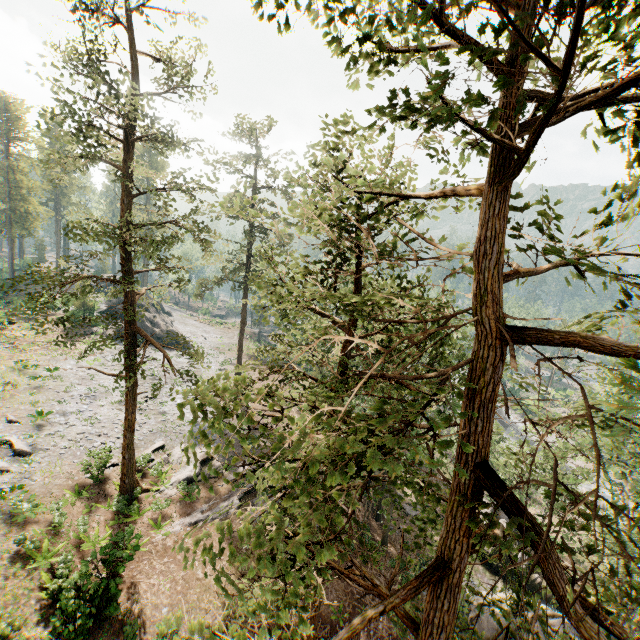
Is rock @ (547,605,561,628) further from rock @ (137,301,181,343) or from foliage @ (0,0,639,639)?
rock @ (137,301,181,343)

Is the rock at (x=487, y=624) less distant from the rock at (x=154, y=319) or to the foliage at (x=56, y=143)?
the foliage at (x=56, y=143)

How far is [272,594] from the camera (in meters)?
3.26

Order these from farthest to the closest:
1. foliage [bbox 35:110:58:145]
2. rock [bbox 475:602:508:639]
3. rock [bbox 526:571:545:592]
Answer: rock [bbox 526:571:545:592] → rock [bbox 475:602:508:639] → foliage [bbox 35:110:58:145]

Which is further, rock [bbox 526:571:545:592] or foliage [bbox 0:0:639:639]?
rock [bbox 526:571:545:592]

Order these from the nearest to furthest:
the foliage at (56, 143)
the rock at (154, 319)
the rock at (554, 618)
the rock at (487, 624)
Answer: the foliage at (56, 143) < the rock at (554, 618) < the rock at (487, 624) < the rock at (154, 319)
